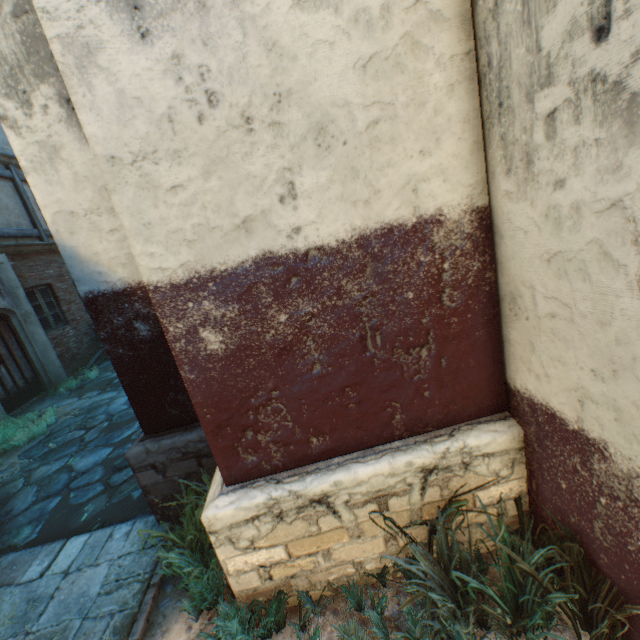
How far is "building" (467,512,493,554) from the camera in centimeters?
225cm

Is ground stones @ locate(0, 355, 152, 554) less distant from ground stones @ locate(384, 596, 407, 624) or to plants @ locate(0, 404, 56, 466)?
plants @ locate(0, 404, 56, 466)

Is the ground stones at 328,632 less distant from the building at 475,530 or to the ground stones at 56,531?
the building at 475,530

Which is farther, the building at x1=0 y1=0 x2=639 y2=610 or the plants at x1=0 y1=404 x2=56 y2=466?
the plants at x1=0 y1=404 x2=56 y2=466

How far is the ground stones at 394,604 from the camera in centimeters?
206cm

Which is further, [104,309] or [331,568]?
[104,309]

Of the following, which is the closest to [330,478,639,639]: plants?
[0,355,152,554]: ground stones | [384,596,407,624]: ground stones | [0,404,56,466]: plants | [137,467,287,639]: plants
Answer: [384,596,407,624]: ground stones
